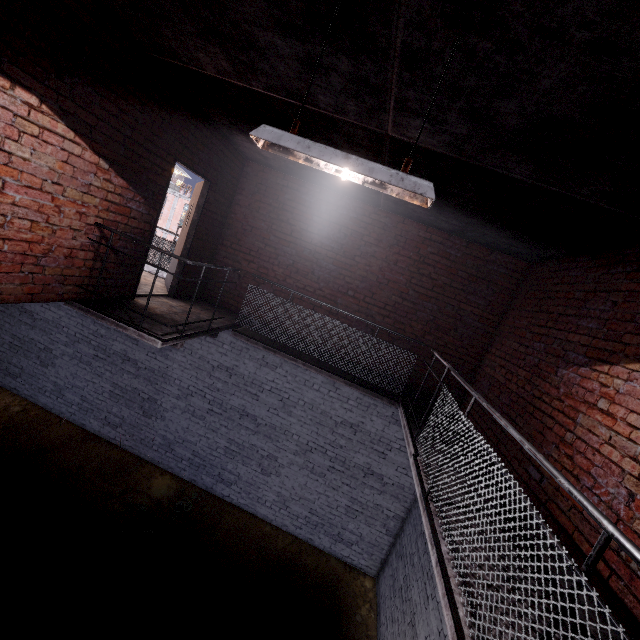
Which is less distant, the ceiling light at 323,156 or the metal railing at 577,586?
the metal railing at 577,586

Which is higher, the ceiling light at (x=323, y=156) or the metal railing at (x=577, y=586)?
the ceiling light at (x=323, y=156)

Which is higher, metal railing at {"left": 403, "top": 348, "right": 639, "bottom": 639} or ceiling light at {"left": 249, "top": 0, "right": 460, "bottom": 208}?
ceiling light at {"left": 249, "top": 0, "right": 460, "bottom": 208}

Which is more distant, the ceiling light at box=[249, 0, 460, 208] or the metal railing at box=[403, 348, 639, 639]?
the ceiling light at box=[249, 0, 460, 208]

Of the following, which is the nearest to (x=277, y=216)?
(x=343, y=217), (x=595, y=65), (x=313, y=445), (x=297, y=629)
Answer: (x=343, y=217)
